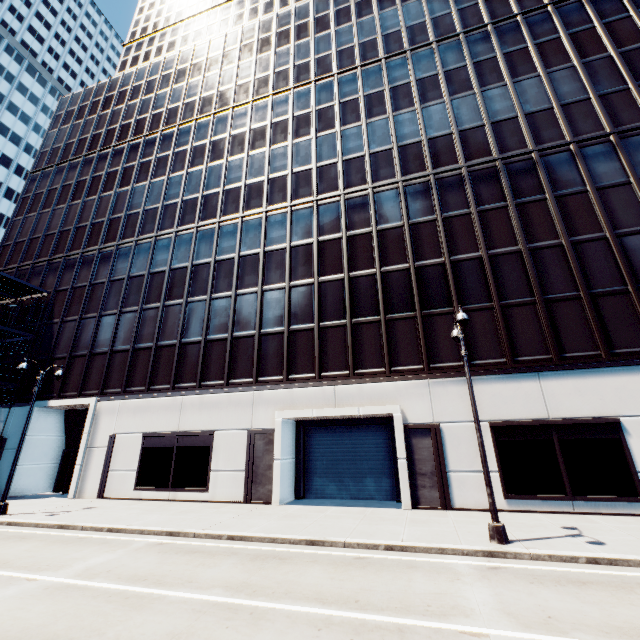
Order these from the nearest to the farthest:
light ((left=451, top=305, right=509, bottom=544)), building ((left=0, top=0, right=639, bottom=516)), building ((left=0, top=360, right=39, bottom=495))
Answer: light ((left=451, top=305, right=509, bottom=544)) < building ((left=0, top=0, right=639, bottom=516)) < building ((left=0, top=360, right=39, bottom=495))

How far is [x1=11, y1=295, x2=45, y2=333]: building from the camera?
27.3 meters

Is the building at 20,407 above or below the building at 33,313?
below

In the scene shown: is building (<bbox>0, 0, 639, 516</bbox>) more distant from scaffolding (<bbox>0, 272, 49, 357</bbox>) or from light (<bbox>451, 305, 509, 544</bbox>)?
light (<bbox>451, 305, 509, 544</bbox>)

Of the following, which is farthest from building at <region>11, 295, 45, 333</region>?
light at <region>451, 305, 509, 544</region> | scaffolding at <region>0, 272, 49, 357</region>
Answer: light at <region>451, 305, 509, 544</region>

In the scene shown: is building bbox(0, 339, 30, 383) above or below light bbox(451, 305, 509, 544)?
above

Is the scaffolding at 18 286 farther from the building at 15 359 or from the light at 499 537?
the light at 499 537

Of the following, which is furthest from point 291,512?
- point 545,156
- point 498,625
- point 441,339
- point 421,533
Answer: point 545,156
